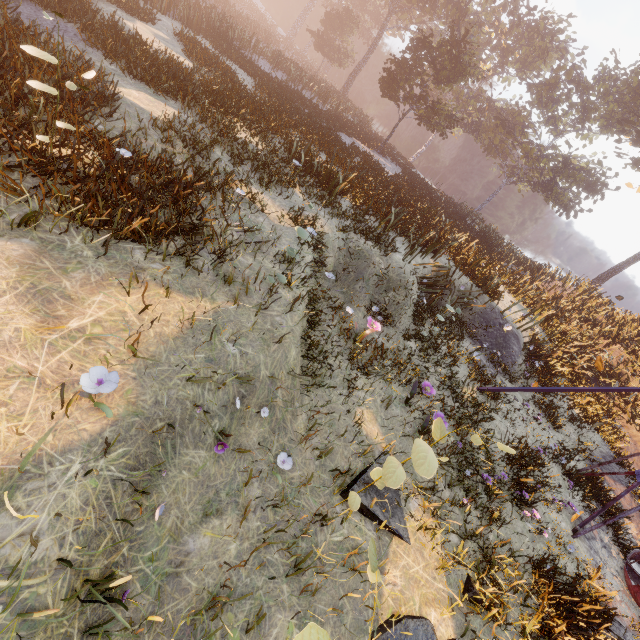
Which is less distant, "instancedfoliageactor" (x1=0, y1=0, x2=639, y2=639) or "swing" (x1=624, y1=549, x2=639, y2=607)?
"instancedfoliageactor" (x1=0, y1=0, x2=639, y2=639)

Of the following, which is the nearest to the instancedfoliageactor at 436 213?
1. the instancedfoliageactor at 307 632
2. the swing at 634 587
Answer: the instancedfoliageactor at 307 632

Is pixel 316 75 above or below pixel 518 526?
above

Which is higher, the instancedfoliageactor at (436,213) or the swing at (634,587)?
the instancedfoliageactor at (436,213)

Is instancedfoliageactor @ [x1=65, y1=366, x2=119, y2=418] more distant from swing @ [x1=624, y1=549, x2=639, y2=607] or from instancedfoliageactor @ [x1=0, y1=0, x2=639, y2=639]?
swing @ [x1=624, y1=549, x2=639, y2=607]

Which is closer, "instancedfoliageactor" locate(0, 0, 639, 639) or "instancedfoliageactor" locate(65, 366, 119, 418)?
"instancedfoliageactor" locate(65, 366, 119, 418)

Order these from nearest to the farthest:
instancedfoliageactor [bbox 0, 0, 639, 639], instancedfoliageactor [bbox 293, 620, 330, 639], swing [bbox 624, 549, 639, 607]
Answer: instancedfoliageactor [bbox 293, 620, 330, 639] < instancedfoliageactor [bbox 0, 0, 639, 639] < swing [bbox 624, 549, 639, 607]

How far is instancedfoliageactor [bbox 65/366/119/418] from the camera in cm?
242
